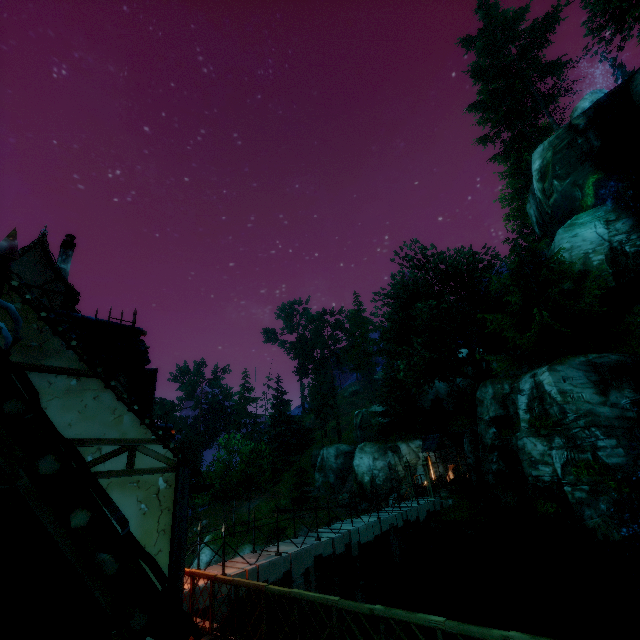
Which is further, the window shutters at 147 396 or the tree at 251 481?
the tree at 251 481

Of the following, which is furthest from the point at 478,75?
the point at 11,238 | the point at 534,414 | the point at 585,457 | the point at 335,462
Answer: the point at 335,462

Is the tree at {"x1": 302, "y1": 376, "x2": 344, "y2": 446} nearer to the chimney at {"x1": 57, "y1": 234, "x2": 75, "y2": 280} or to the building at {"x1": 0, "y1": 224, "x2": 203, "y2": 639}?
the building at {"x1": 0, "y1": 224, "x2": 203, "y2": 639}

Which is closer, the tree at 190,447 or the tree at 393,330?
the tree at 393,330

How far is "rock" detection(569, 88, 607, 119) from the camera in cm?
2545

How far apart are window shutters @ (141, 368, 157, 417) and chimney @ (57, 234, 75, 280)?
11.14m

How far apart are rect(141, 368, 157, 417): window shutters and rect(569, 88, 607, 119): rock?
36.39m

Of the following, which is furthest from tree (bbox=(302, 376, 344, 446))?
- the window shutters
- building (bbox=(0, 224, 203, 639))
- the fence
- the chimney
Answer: the chimney
